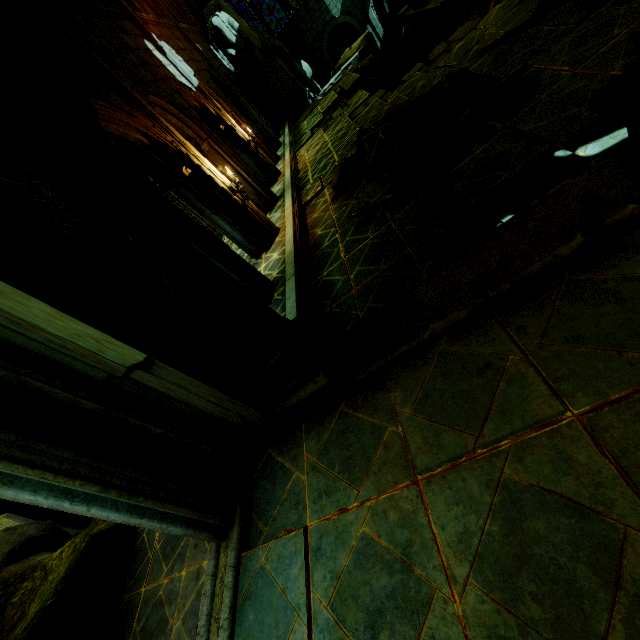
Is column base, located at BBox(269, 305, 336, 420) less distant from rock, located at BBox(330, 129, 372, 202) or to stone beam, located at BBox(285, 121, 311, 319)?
stone beam, located at BBox(285, 121, 311, 319)

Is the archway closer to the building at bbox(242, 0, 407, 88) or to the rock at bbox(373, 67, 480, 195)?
the building at bbox(242, 0, 407, 88)

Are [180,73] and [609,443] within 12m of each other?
no

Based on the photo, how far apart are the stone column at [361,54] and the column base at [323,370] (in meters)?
22.12

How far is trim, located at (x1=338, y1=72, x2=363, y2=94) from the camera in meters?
14.8 m

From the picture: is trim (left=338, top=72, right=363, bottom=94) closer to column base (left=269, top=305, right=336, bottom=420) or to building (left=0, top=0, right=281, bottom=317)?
building (left=0, top=0, right=281, bottom=317)

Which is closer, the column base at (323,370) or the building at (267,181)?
the column base at (323,370)

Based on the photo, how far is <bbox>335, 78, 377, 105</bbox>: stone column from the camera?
14.25m
